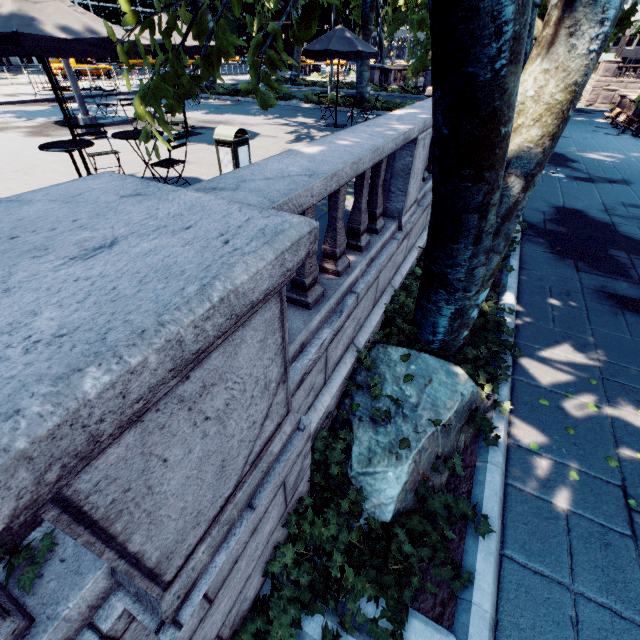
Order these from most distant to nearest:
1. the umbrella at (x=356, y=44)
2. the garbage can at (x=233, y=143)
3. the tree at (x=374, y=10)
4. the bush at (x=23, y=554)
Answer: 1. the tree at (x=374, y=10)
2. the umbrella at (x=356, y=44)
3. the garbage can at (x=233, y=143)
4. the bush at (x=23, y=554)

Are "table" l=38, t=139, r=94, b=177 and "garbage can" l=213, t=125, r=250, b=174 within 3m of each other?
yes

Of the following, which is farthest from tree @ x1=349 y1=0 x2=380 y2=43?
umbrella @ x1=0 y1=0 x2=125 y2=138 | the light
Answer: the light

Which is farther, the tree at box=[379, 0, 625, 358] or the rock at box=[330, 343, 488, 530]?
the rock at box=[330, 343, 488, 530]

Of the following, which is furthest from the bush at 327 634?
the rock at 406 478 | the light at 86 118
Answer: the light at 86 118

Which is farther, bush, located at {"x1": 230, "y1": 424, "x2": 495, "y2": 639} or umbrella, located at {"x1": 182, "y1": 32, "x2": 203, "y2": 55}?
umbrella, located at {"x1": 182, "y1": 32, "x2": 203, "y2": 55}

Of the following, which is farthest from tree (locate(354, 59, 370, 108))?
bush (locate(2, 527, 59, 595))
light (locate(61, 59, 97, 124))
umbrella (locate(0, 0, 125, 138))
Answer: light (locate(61, 59, 97, 124))

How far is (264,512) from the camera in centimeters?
219cm
